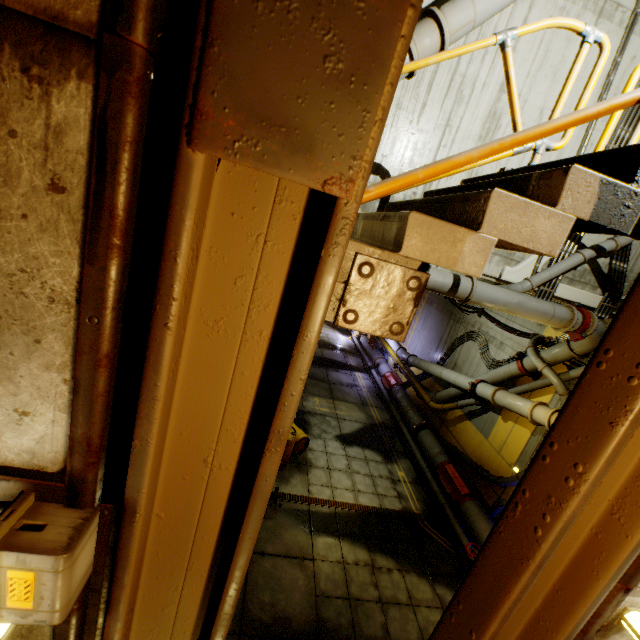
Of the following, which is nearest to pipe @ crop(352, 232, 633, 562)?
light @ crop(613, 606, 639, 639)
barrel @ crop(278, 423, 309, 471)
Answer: light @ crop(613, 606, 639, 639)

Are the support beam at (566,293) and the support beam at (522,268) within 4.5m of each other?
yes

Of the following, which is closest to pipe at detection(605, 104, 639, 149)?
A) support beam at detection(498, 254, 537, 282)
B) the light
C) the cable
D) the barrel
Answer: support beam at detection(498, 254, 537, 282)

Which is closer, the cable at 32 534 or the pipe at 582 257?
the cable at 32 534

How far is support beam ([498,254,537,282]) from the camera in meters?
7.1 m

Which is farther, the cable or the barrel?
the barrel

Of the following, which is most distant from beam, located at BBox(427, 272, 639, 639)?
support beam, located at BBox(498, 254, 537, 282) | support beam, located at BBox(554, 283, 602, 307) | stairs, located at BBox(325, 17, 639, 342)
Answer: support beam, located at BBox(554, 283, 602, 307)

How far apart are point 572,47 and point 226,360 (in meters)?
8.68
